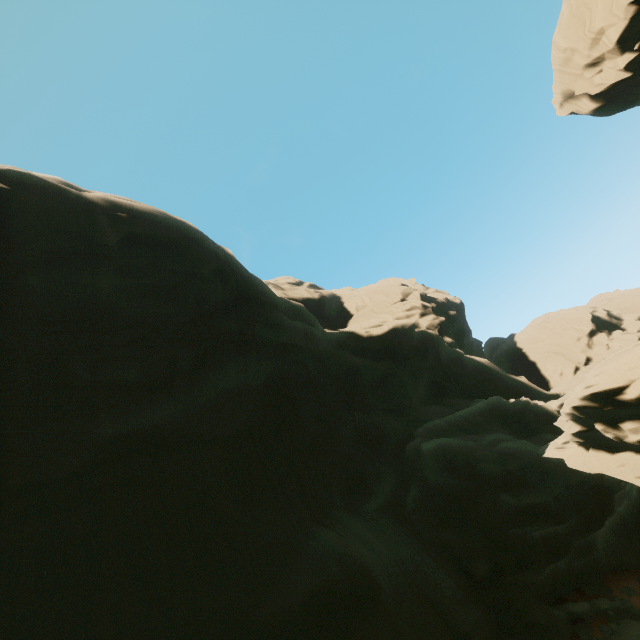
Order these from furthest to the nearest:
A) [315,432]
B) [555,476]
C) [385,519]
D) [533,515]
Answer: [315,432] → [385,519] → [555,476] → [533,515]

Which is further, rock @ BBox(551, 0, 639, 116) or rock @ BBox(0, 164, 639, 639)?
rock @ BBox(551, 0, 639, 116)

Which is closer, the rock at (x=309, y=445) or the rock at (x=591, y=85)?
the rock at (x=309, y=445)
